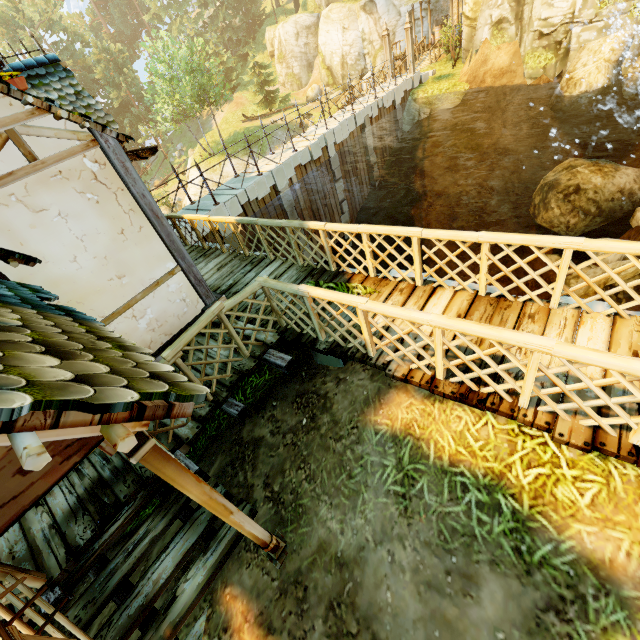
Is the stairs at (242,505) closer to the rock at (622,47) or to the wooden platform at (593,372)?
the wooden platform at (593,372)

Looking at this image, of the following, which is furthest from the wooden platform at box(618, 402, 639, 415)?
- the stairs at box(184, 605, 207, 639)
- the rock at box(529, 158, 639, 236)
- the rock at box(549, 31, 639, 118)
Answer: the rock at box(549, 31, 639, 118)

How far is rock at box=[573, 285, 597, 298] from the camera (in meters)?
10.26

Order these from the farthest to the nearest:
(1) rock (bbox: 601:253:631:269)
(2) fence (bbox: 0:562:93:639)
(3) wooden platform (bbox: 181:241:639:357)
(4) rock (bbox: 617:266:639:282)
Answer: (1) rock (bbox: 601:253:631:269)
(4) rock (bbox: 617:266:639:282)
(3) wooden platform (bbox: 181:241:639:357)
(2) fence (bbox: 0:562:93:639)

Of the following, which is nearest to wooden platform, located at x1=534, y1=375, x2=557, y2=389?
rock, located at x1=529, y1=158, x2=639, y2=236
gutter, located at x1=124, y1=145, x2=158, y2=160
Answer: gutter, located at x1=124, y1=145, x2=158, y2=160

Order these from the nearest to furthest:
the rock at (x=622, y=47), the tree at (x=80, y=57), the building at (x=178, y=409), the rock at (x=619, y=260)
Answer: the building at (x=178, y=409) → the rock at (x=619, y=260) → the rock at (x=622, y=47) → the tree at (x=80, y=57)

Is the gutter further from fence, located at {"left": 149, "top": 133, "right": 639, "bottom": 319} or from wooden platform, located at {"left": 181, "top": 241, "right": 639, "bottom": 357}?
wooden platform, located at {"left": 181, "top": 241, "right": 639, "bottom": 357}

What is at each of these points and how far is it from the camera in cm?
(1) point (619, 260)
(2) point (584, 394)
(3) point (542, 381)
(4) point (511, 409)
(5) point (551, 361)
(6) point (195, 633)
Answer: (1) rock, 1207
(2) wooden platform, 321
(3) wooden platform, 343
(4) wooden platform, 330
(5) wooden platform, 357
(6) stairs, 337
